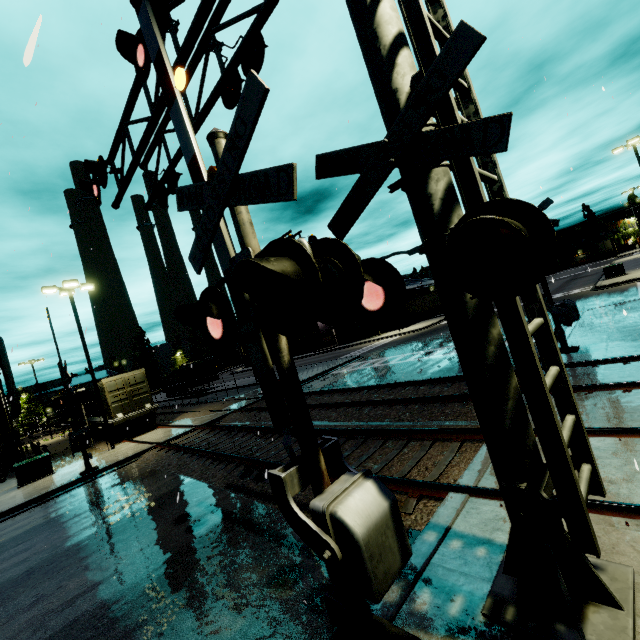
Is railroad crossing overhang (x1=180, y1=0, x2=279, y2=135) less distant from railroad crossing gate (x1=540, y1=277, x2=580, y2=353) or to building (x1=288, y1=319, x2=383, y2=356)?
railroad crossing gate (x1=540, y1=277, x2=580, y2=353)

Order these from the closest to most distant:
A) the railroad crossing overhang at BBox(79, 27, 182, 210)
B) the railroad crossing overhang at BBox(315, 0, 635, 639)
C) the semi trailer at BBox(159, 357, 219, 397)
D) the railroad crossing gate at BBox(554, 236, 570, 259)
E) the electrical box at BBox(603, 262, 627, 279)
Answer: the railroad crossing overhang at BBox(315, 0, 635, 639)
the railroad crossing overhang at BBox(79, 27, 182, 210)
the railroad crossing gate at BBox(554, 236, 570, 259)
the electrical box at BBox(603, 262, 627, 279)
the semi trailer at BBox(159, 357, 219, 397)

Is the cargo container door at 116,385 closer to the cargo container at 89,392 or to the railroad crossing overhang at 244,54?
the cargo container at 89,392

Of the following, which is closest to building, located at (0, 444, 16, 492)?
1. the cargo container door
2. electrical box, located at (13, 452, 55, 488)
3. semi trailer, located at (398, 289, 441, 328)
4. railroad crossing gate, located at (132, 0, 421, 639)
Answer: semi trailer, located at (398, 289, 441, 328)

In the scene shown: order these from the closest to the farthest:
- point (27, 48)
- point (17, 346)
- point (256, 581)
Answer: point (27, 48) → point (256, 581) → point (17, 346)

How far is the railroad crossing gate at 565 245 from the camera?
10.06m

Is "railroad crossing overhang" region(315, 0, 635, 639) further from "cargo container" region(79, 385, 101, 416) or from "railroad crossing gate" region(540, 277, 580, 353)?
"cargo container" region(79, 385, 101, 416)

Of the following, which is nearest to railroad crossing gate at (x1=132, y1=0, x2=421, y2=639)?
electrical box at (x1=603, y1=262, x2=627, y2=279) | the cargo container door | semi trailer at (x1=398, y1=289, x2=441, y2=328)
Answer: semi trailer at (x1=398, y1=289, x2=441, y2=328)
